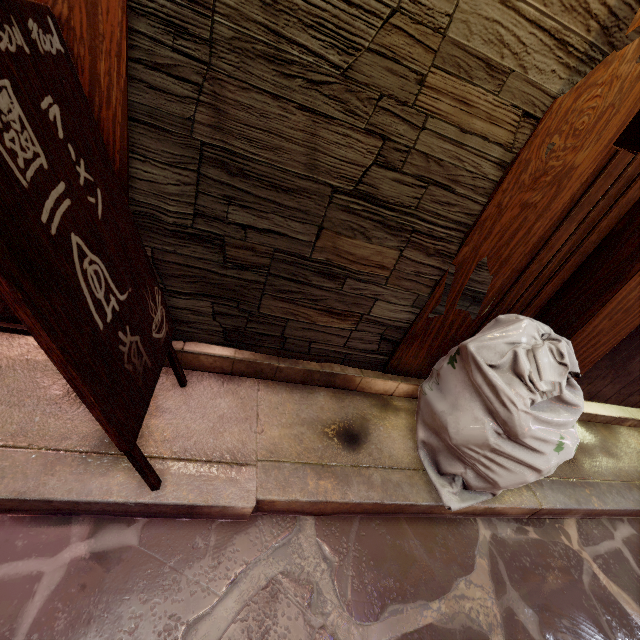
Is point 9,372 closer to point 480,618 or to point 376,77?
point 376,77

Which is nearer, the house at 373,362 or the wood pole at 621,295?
the house at 373,362

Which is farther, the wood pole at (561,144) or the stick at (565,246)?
the stick at (565,246)

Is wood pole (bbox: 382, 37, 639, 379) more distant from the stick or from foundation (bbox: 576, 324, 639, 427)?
foundation (bbox: 576, 324, 639, 427)

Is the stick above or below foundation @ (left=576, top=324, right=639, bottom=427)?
above

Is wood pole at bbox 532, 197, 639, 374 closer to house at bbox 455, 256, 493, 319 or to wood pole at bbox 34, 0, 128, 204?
house at bbox 455, 256, 493, 319

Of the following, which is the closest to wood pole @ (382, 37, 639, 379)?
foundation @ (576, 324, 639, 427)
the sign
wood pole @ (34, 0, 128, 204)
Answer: foundation @ (576, 324, 639, 427)

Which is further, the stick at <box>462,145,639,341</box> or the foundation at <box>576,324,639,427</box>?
the foundation at <box>576,324,639,427</box>
